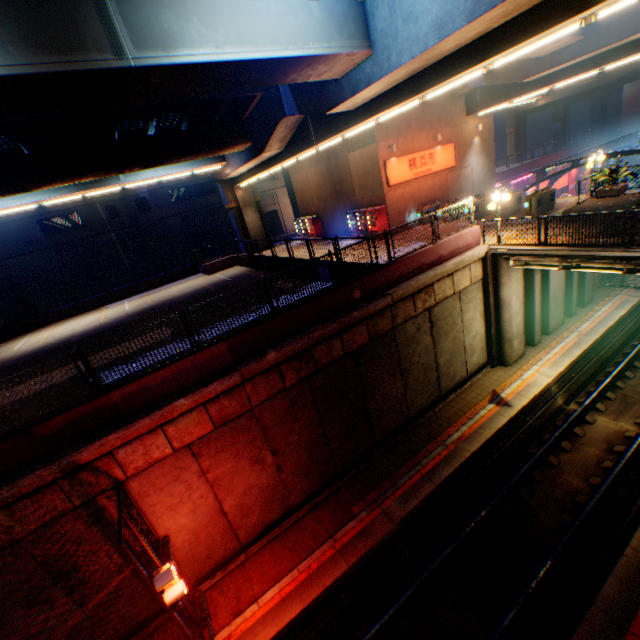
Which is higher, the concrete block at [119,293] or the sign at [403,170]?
the sign at [403,170]

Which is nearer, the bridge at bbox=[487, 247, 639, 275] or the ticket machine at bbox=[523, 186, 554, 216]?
the bridge at bbox=[487, 247, 639, 275]

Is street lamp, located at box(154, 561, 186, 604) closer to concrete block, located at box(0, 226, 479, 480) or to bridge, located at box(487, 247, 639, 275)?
concrete block, located at box(0, 226, 479, 480)

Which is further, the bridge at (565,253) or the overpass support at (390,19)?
the bridge at (565,253)

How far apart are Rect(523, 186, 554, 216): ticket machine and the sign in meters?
7.4 m

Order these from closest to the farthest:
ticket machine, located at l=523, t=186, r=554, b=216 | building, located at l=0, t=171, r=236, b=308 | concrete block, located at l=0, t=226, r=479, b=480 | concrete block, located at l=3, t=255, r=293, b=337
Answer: concrete block, located at l=0, t=226, r=479, b=480 → ticket machine, located at l=523, t=186, r=554, b=216 → concrete block, located at l=3, t=255, r=293, b=337 → building, located at l=0, t=171, r=236, b=308

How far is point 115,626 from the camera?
9.0m

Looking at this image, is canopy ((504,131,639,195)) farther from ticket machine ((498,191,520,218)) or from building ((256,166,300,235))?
building ((256,166,300,235))
